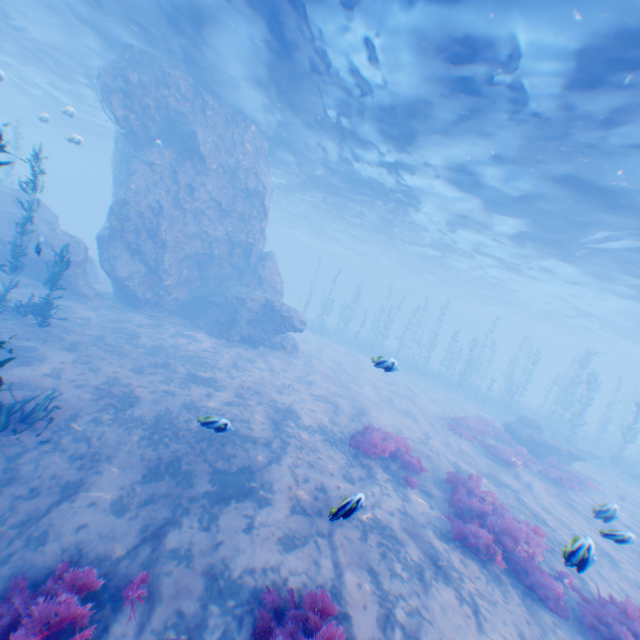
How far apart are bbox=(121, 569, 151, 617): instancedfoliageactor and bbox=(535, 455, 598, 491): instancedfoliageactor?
16.84m

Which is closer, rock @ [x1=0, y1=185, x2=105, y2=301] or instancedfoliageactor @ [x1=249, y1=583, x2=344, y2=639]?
instancedfoliageactor @ [x1=249, y1=583, x2=344, y2=639]

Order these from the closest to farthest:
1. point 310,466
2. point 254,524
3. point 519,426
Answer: point 254,524 < point 310,466 < point 519,426

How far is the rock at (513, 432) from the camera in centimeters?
1819cm

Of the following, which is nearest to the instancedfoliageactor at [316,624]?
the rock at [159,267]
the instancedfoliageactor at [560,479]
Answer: the rock at [159,267]

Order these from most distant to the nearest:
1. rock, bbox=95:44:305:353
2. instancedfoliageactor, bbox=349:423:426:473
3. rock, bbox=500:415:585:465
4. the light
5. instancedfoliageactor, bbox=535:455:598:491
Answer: rock, bbox=500:415:585:465
rock, bbox=95:44:305:353
instancedfoliageactor, bbox=535:455:598:491
instancedfoliageactor, bbox=349:423:426:473
the light

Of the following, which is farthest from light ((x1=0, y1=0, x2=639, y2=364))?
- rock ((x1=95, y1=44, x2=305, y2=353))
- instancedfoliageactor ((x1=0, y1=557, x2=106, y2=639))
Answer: instancedfoliageactor ((x1=0, y1=557, x2=106, y2=639))

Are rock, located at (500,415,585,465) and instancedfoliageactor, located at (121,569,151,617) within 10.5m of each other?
no
